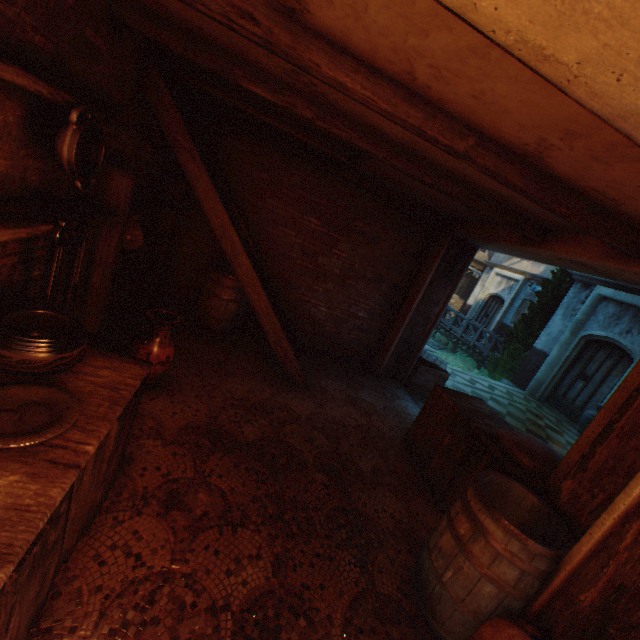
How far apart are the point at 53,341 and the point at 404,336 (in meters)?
5.21

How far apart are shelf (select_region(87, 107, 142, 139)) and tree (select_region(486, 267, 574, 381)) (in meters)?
11.93

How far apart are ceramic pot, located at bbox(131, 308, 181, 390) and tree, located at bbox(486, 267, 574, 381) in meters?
11.2 m

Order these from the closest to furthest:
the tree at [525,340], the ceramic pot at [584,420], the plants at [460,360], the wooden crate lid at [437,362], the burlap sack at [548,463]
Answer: the burlap sack at [548,463]
the wooden crate lid at [437,362]
the ceramic pot at [584,420]
the tree at [525,340]
the plants at [460,360]

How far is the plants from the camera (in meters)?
12.64

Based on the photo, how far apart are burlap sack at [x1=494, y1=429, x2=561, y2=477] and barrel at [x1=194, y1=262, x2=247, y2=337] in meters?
3.6

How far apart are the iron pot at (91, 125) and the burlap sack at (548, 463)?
3.93m

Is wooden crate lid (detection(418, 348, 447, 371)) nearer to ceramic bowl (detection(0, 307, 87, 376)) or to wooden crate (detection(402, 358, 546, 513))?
wooden crate (detection(402, 358, 546, 513))
